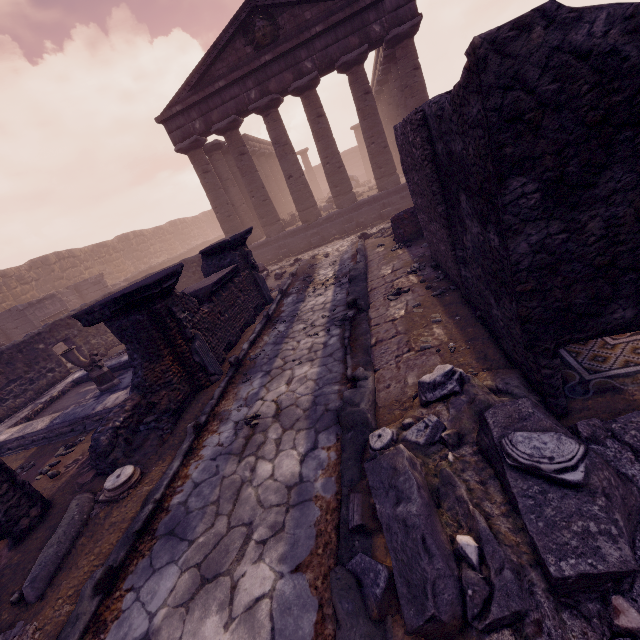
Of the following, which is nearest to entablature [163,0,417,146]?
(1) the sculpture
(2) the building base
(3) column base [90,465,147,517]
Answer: (2) the building base

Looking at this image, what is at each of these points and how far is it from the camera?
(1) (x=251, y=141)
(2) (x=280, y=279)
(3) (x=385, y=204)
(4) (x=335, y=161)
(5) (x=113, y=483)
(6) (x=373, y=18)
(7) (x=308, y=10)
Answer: (1) entablature, 23.48m
(2) debris pile, 11.78m
(3) building base, 14.97m
(4) column, 14.75m
(5) column base, 4.00m
(6) entablature, 12.35m
(7) pediment, 12.62m

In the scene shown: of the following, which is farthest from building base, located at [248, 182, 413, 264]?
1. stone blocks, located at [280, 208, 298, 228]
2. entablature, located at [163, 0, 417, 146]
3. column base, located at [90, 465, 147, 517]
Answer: column base, located at [90, 465, 147, 517]

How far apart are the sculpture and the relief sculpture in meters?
13.4

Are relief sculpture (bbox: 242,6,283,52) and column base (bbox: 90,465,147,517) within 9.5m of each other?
no

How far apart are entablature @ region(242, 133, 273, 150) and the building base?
5.29m

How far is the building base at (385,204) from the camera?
14.85m

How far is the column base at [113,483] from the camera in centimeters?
395cm
